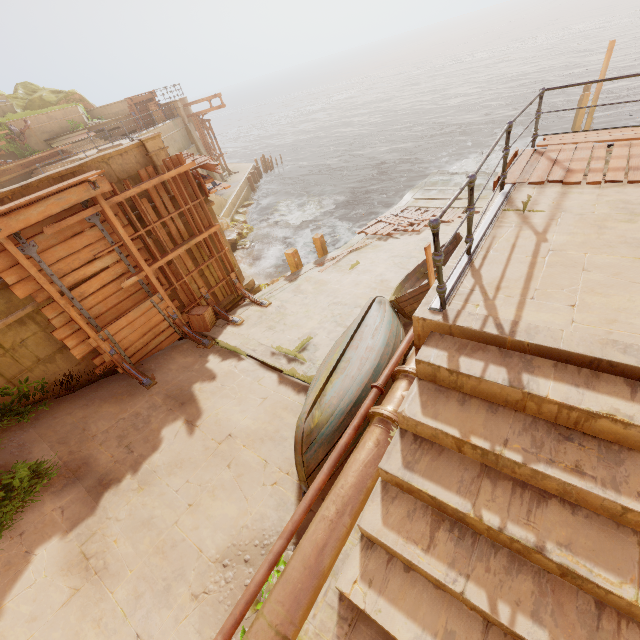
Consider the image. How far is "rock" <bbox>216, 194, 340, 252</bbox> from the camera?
22.0m

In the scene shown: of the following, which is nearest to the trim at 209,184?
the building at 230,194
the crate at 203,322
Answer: the crate at 203,322

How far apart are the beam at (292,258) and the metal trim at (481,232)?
8.7m

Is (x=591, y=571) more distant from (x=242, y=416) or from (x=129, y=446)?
(x=129, y=446)

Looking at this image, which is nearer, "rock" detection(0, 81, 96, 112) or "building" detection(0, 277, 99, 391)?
"building" detection(0, 277, 99, 391)

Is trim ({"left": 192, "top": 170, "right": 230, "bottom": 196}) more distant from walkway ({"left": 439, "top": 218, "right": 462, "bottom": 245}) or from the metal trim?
the metal trim

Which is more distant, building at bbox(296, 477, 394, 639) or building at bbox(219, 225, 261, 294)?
building at bbox(219, 225, 261, 294)

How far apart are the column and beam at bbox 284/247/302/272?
4.7 meters
